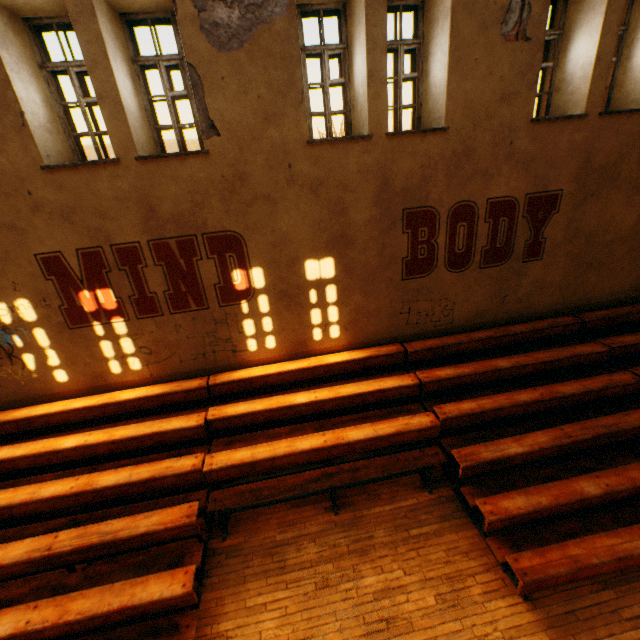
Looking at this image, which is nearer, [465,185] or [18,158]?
[18,158]
